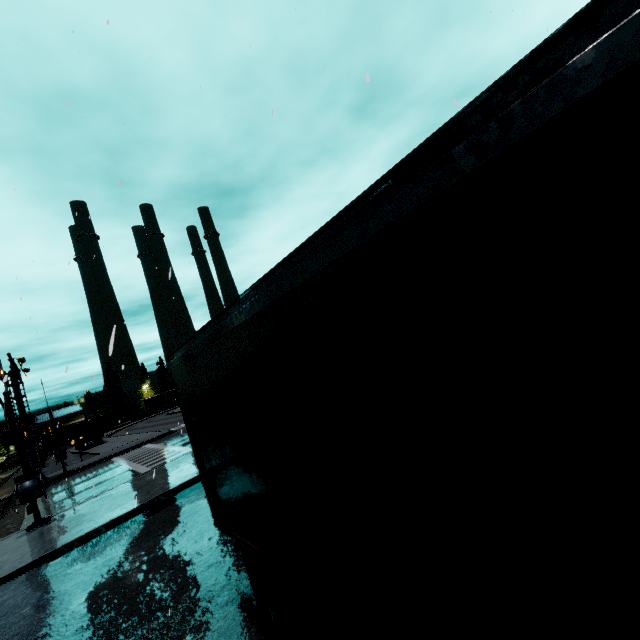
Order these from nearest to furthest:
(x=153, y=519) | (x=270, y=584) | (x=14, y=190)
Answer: (x=270, y=584), (x=153, y=519), (x=14, y=190)

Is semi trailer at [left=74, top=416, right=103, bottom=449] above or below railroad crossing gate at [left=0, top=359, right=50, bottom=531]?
above

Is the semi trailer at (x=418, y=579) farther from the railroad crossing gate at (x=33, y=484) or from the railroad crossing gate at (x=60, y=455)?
the railroad crossing gate at (x=60, y=455)

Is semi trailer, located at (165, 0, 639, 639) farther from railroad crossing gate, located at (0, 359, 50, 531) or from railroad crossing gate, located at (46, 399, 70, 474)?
railroad crossing gate, located at (46, 399, 70, 474)

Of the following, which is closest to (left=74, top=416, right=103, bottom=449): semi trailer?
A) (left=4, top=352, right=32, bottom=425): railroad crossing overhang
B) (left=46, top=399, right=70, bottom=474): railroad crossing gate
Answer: (left=46, top=399, right=70, bottom=474): railroad crossing gate

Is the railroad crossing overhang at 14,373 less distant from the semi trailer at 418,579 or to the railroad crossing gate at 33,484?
the railroad crossing gate at 33,484

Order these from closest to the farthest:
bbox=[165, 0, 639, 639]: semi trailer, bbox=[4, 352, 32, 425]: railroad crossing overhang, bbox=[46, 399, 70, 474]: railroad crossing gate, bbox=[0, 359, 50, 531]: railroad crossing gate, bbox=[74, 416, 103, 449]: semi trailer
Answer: bbox=[165, 0, 639, 639]: semi trailer
bbox=[0, 359, 50, 531]: railroad crossing gate
bbox=[4, 352, 32, 425]: railroad crossing overhang
bbox=[46, 399, 70, 474]: railroad crossing gate
bbox=[74, 416, 103, 449]: semi trailer

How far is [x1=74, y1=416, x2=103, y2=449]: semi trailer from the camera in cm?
4175
